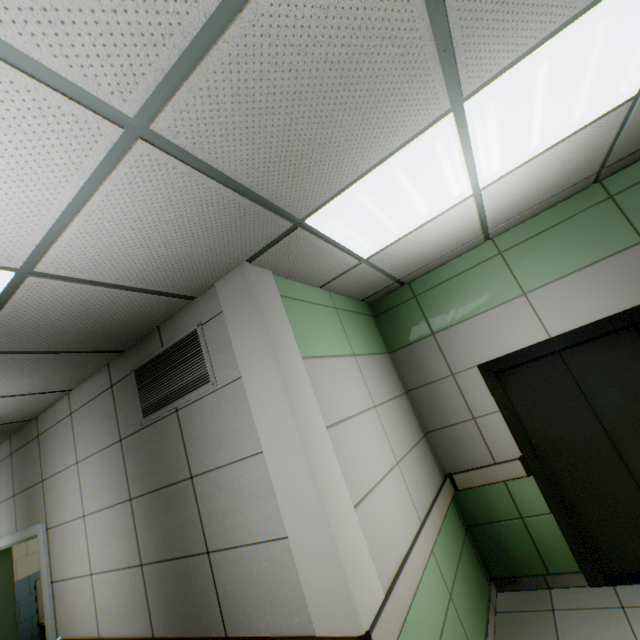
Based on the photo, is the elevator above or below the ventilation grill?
below

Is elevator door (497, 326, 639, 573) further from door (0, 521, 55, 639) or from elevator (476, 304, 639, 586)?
door (0, 521, 55, 639)

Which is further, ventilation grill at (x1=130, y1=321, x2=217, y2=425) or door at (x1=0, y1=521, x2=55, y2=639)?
door at (x1=0, y1=521, x2=55, y2=639)

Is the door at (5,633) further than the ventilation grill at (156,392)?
Yes

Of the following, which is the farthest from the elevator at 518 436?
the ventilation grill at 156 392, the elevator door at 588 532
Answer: the ventilation grill at 156 392

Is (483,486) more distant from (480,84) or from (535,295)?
(480,84)

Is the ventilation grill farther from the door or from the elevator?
the elevator
